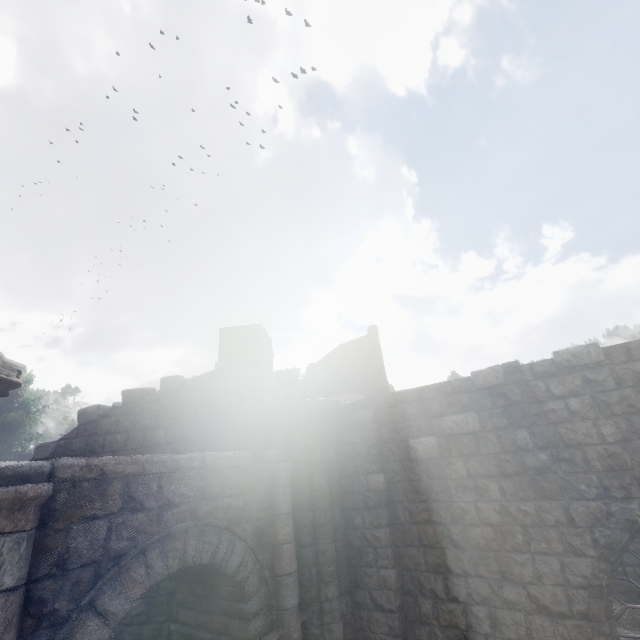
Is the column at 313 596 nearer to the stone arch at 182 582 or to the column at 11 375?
the stone arch at 182 582

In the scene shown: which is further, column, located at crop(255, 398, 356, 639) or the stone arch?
column, located at crop(255, 398, 356, 639)

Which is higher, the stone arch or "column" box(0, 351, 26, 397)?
"column" box(0, 351, 26, 397)

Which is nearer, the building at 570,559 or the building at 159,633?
the building at 570,559

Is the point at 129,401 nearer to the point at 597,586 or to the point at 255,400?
the point at 255,400

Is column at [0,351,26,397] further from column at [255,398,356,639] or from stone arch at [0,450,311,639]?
column at [255,398,356,639]

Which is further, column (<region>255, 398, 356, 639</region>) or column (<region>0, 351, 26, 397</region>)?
column (<region>255, 398, 356, 639</region>)

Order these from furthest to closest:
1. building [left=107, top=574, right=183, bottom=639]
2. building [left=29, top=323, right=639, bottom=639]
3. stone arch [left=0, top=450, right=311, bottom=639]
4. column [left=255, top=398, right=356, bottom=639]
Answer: building [left=107, top=574, right=183, bottom=639], column [left=255, top=398, right=356, bottom=639], building [left=29, top=323, right=639, bottom=639], stone arch [left=0, top=450, right=311, bottom=639]
